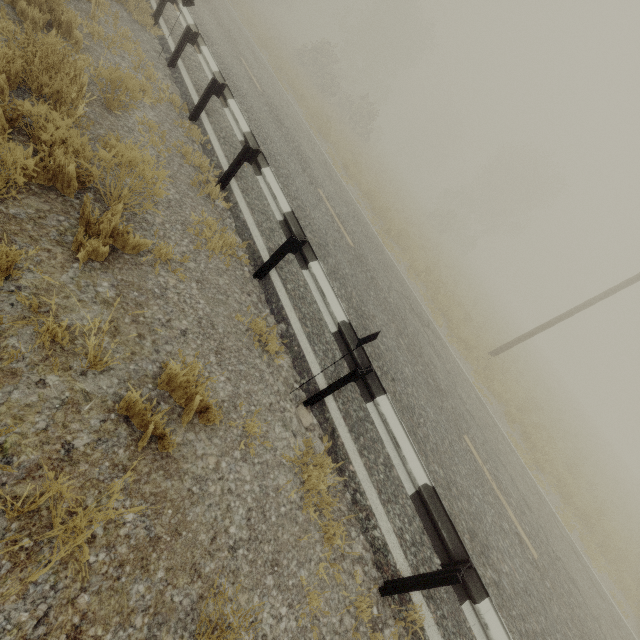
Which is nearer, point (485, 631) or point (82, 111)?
point (485, 631)

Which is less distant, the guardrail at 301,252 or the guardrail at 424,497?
the guardrail at 424,497

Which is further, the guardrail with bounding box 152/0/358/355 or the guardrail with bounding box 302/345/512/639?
the guardrail with bounding box 152/0/358/355
